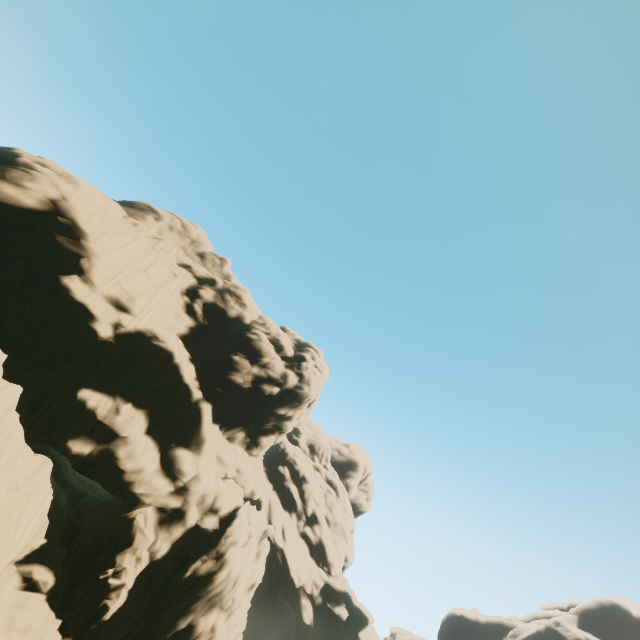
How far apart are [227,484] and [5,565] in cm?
1418
